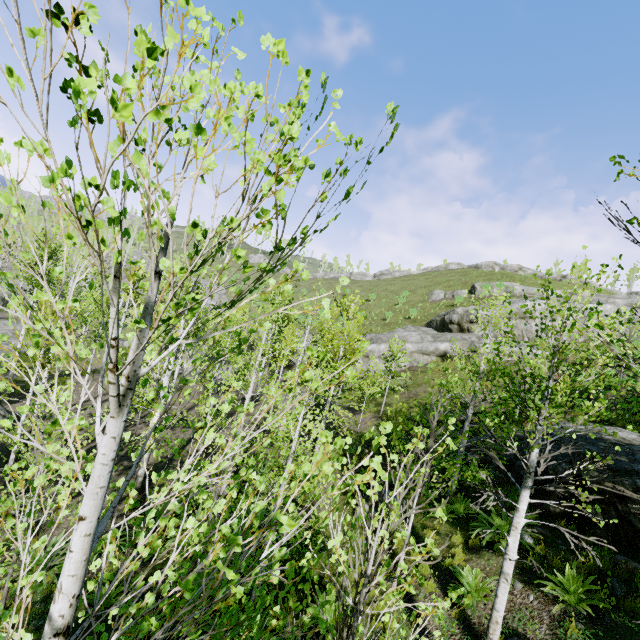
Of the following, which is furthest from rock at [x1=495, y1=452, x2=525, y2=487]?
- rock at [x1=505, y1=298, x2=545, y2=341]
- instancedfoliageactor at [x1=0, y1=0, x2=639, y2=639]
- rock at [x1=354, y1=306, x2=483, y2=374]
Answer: rock at [x1=505, y1=298, x2=545, y2=341]

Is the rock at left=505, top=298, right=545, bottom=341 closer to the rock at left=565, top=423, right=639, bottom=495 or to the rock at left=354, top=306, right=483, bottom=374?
the rock at left=354, top=306, right=483, bottom=374

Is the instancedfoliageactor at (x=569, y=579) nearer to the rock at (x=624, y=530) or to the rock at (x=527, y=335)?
the rock at (x=624, y=530)

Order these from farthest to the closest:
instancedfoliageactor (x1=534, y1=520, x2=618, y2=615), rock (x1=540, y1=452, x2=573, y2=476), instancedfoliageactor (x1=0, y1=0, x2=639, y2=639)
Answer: rock (x1=540, y1=452, x2=573, y2=476) < instancedfoliageactor (x1=534, y1=520, x2=618, y2=615) < instancedfoliageactor (x1=0, y1=0, x2=639, y2=639)

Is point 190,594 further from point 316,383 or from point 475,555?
point 475,555
